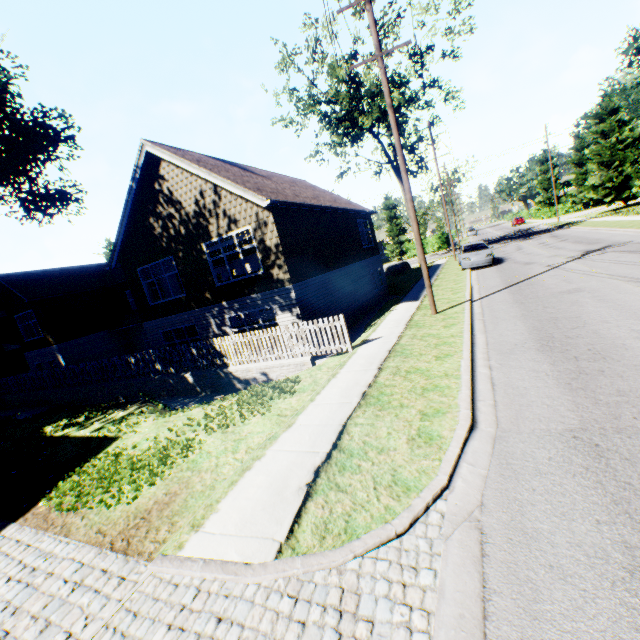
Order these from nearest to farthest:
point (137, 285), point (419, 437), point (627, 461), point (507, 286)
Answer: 1. point (627, 461)
2. point (419, 437)
3. point (507, 286)
4. point (137, 285)

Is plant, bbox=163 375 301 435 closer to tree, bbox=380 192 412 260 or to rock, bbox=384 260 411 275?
tree, bbox=380 192 412 260

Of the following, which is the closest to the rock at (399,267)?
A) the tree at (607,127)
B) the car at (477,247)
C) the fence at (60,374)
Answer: the car at (477,247)

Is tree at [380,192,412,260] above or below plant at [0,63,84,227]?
below

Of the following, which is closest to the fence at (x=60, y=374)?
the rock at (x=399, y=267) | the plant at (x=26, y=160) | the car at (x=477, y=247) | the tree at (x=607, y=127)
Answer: the plant at (x=26, y=160)

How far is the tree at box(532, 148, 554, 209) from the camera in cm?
5738

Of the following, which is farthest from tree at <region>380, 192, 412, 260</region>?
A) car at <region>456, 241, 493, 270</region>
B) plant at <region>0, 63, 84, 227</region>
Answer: car at <region>456, 241, 493, 270</region>

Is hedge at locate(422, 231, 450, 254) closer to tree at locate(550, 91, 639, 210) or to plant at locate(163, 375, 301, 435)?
tree at locate(550, 91, 639, 210)
